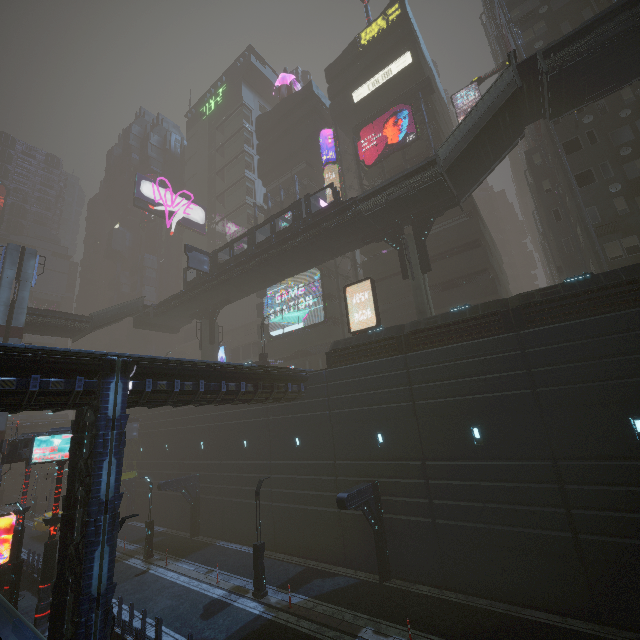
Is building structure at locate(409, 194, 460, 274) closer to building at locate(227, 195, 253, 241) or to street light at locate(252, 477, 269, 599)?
building at locate(227, 195, 253, 241)

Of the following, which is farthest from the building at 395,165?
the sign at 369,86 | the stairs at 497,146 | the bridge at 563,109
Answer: the stairs at 497,146

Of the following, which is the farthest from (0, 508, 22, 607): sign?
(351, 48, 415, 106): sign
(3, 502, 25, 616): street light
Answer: (351, 48, 415, 106): sign

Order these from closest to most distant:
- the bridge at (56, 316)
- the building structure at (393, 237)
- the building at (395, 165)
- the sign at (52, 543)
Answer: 1. the sign at (52, 543)
2. the building structure at (393, 237)
3. the bridge at (56, 316)
4. the building at (395, 165)

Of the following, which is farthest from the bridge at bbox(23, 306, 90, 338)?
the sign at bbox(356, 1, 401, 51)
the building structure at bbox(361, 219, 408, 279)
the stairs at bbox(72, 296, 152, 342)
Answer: the sign at bbox(356, 1, 401, 51)

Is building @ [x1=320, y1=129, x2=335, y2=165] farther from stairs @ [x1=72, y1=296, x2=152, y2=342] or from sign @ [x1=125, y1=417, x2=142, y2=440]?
stairs @ [x1=72, y1=296, x2=152, y2=342]

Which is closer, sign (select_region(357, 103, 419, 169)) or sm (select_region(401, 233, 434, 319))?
sm (select_region(401, 233, 434, 319))

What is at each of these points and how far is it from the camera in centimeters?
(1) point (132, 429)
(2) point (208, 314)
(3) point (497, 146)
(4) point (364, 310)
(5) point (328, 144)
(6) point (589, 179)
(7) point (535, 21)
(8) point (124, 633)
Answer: (1) sign, 3578cm
(2) building structure, 3988cm
(3) stairs, 2198cm
(4) building, 3956cm
(5) building, 4628cm
(6) building, 2353cm
(7) building, 2770cm
(8) building, 1368cm
